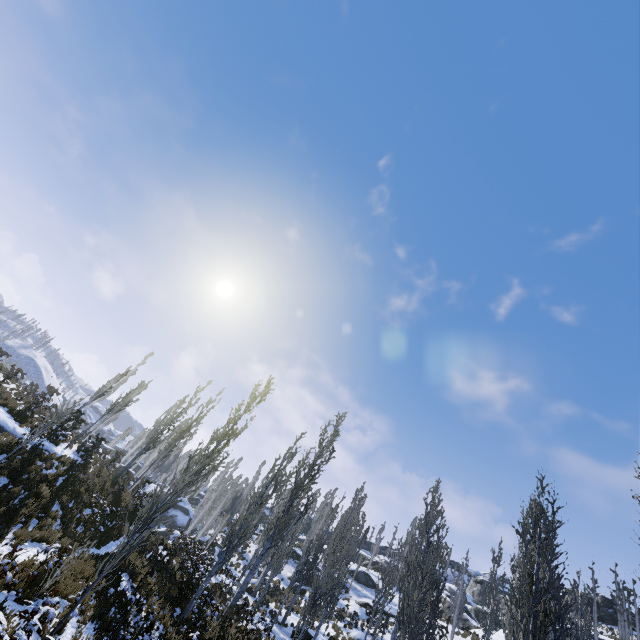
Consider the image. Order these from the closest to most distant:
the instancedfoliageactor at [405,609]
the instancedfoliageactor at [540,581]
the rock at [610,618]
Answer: the instancedfoliageactor at [540,581]
the instancedfoliageactor at [405,609]
the rock at [610,618]

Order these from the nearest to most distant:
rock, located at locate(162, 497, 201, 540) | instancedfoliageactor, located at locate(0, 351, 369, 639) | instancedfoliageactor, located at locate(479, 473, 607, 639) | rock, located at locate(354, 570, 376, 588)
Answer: instancedfoliageactor, located at locate(0, 351, 369, 639)
instancedfoliageactor, located at locate(479, 473, 607, 639)
rock, located at locate(354, 570, 376, 588)
rock, located at locate(162, 497, 201, 540)

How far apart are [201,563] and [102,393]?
18.3 meters

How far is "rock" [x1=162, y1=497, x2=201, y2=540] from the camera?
41.4m

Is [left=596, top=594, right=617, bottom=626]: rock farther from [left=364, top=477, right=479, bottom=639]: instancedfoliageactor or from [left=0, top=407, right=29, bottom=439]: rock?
[left=0, top=407, right=29, bottom=439]: rock

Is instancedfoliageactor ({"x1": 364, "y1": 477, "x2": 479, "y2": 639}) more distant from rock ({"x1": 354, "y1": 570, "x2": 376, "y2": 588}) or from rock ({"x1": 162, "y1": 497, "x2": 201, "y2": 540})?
rock ({"x1": 354, "y1": 570, "x2": 376, "y2": 588})

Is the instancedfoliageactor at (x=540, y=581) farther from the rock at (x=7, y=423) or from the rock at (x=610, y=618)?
the rock at (x=610, y=618)

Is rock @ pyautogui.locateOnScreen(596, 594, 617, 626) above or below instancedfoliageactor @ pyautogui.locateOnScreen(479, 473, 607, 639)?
above
